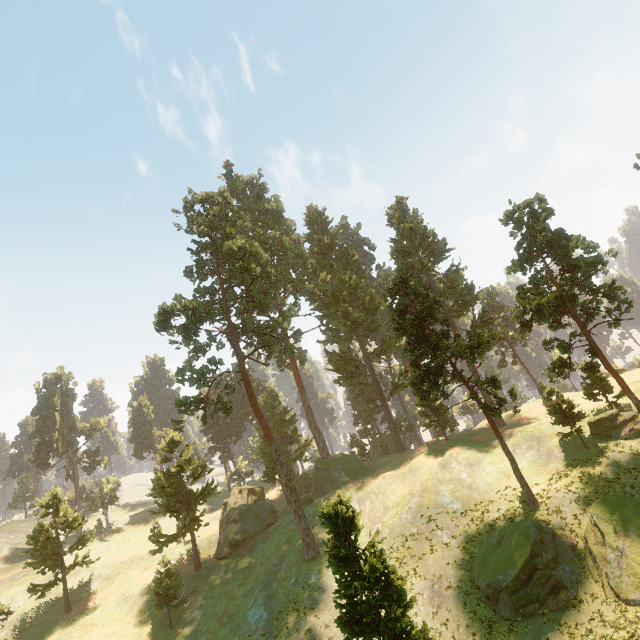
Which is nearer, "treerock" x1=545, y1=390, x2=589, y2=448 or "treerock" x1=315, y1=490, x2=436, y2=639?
"treerock" x1=315, y1=490, x2=436, y2=639

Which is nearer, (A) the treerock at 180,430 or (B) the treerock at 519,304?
(B) the treerock at 519,304

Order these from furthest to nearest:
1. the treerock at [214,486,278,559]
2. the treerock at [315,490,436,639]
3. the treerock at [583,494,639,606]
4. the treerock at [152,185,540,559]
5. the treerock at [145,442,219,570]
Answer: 1. the treerock at [214,486,278,559]
2. the treerock at [145,442,219,570]
3. the treerock at [152,185,540,559]
4. the treerock at [583,494,639,606]
5. the treerock at [315,490,436,639]

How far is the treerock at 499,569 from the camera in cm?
2094

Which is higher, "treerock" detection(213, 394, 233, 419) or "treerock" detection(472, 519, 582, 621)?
"treerock" detection(213, 394, 233, 419)

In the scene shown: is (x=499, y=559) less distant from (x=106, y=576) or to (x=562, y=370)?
(x=562, y=370)

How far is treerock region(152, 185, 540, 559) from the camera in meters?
30.9
